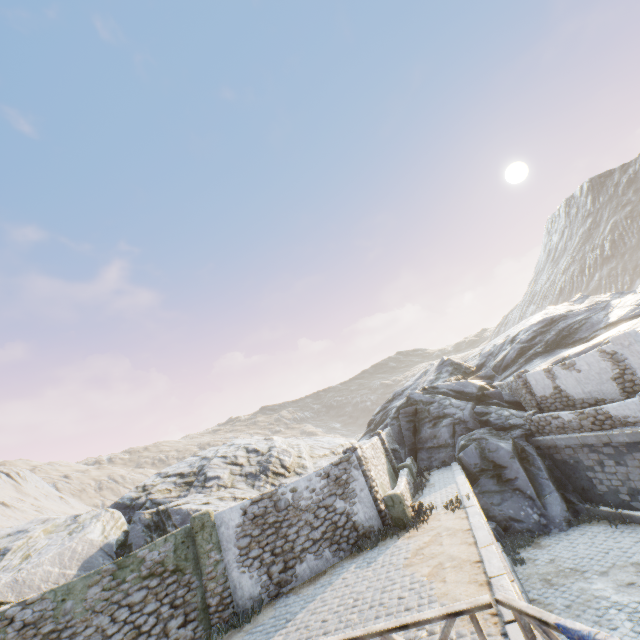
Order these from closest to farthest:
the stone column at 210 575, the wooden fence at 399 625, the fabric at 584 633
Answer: the fabric at 584 633 → the wooden fence at 399 625 → the stone column at 210 575

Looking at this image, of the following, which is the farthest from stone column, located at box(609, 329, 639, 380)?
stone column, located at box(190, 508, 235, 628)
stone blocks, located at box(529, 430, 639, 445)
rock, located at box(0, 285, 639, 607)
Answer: stone column, located at box(190, 508, 235, 628)

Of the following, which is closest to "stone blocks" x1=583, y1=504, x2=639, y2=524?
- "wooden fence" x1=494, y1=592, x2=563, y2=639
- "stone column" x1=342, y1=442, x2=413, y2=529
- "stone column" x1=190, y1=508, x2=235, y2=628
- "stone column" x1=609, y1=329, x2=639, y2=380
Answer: "wooden fence" x1=494, y1=592, x2=563, y2=639

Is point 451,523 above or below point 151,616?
below

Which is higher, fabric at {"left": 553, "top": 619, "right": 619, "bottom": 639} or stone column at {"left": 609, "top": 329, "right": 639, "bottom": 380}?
stone column at {"left": 609, "top": 329, "right": 639, "bottom": 380}

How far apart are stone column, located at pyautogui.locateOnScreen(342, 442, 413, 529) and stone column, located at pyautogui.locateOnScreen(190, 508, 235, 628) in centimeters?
512cm

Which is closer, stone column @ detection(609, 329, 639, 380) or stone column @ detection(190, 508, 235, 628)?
stone column @ detection(190, 508, 235, 628)

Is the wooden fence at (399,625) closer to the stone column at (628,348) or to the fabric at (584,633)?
the fabric at (584,633)
